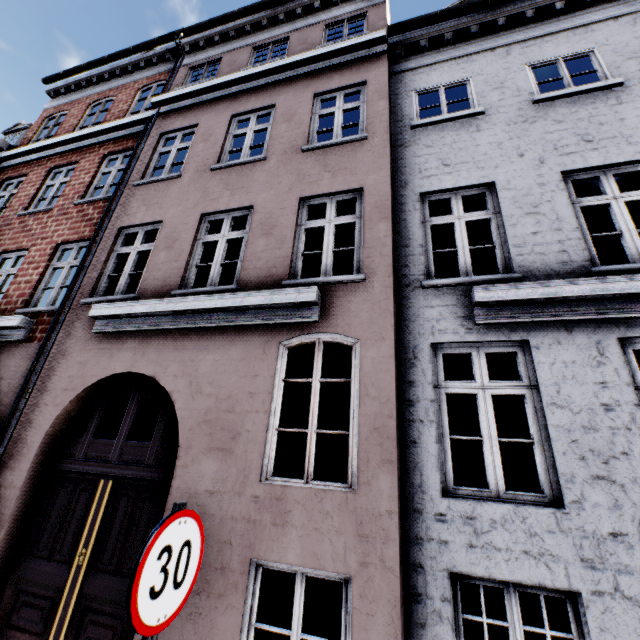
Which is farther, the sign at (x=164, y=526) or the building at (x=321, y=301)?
the building at (x=321, y=301)

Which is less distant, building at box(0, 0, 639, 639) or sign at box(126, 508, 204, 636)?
sign at box(126, 508, 204, 636)

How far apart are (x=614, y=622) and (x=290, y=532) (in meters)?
2.92
